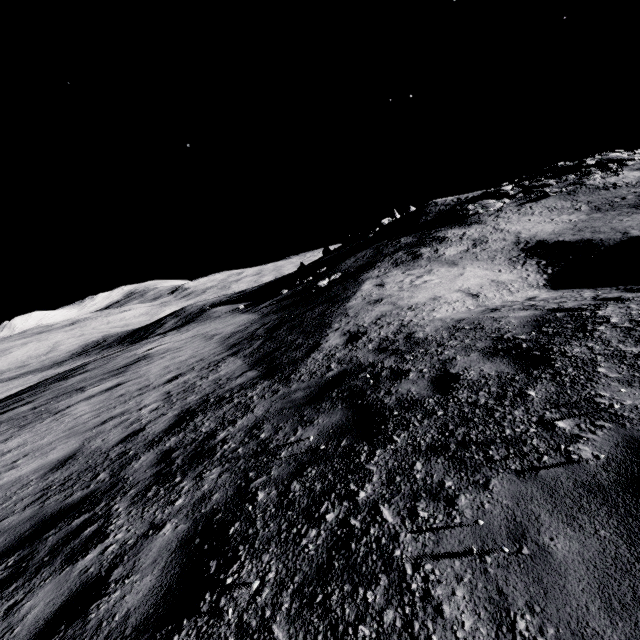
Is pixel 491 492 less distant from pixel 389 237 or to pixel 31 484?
pixel 31 484
